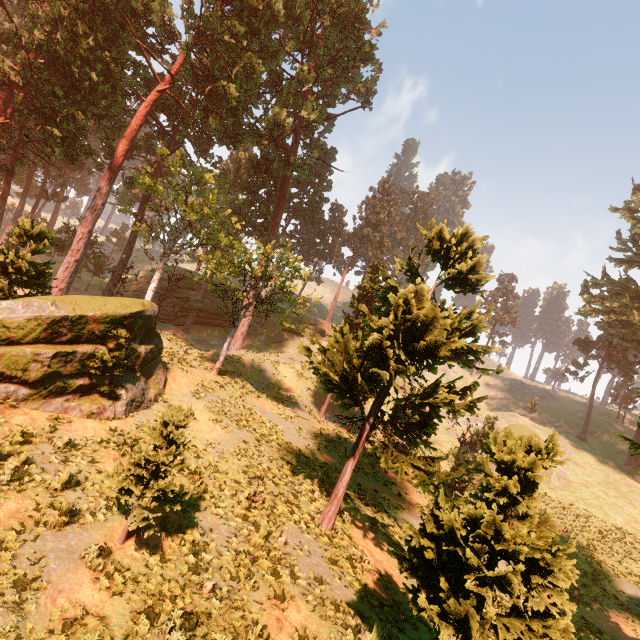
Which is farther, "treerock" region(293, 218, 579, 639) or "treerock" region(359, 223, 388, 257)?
"treerock" region(359, 223, 388, 257)

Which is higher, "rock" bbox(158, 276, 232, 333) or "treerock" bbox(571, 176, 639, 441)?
"treerock" bbox(571, 176, 639, 441)

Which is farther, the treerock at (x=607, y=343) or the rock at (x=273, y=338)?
the rock at (x=273, y=338)

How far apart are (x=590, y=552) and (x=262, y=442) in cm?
2364

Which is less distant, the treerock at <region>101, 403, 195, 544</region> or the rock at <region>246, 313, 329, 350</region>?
the treerock at <region>101, 403, 195, 544</region>

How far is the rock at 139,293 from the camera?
42.6 meters

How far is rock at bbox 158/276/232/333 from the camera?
42.47m
